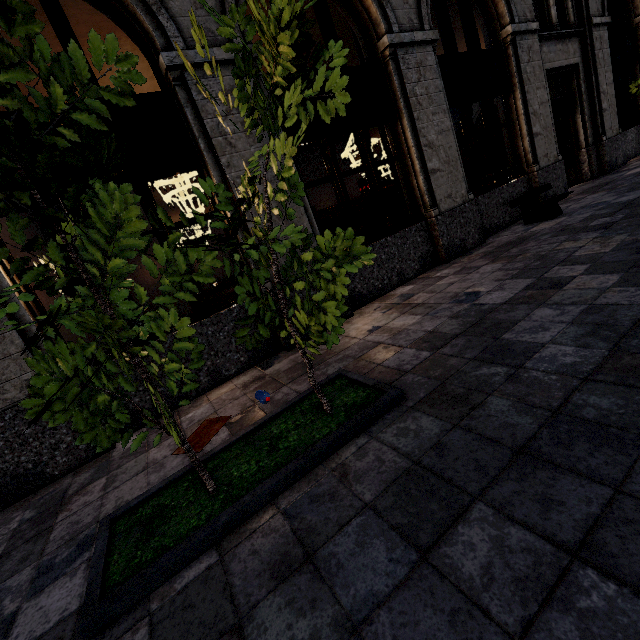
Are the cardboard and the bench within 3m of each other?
no

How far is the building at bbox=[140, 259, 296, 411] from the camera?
4.6m

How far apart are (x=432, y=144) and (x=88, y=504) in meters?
7.7

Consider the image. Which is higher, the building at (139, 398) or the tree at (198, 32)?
the tree at (198, 32)

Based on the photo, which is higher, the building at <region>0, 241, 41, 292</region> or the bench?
the building at <region>0, 241, 41, 292</region>

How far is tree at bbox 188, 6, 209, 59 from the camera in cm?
175

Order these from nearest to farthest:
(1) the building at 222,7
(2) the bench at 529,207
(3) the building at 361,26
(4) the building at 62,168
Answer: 1. (4) the building at 62,168
2. (1) the building at 222,7
3. (3) the building at 361,26
4. (2) the bench at 529,207
